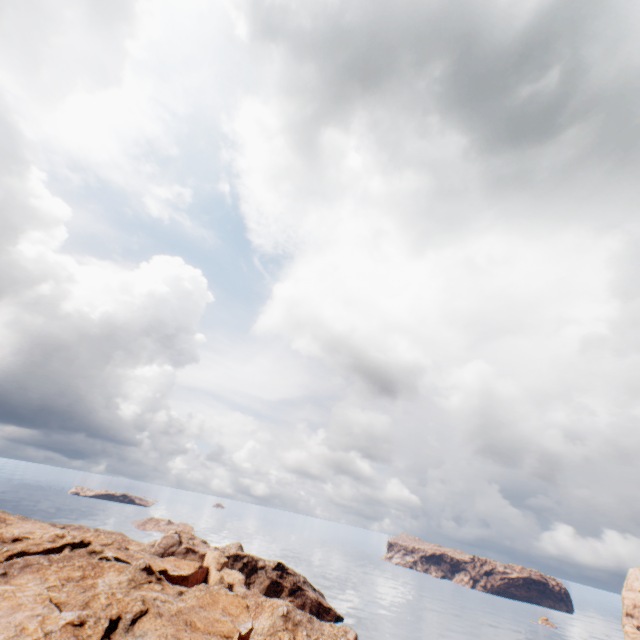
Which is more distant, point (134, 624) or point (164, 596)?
point (164, 596)
